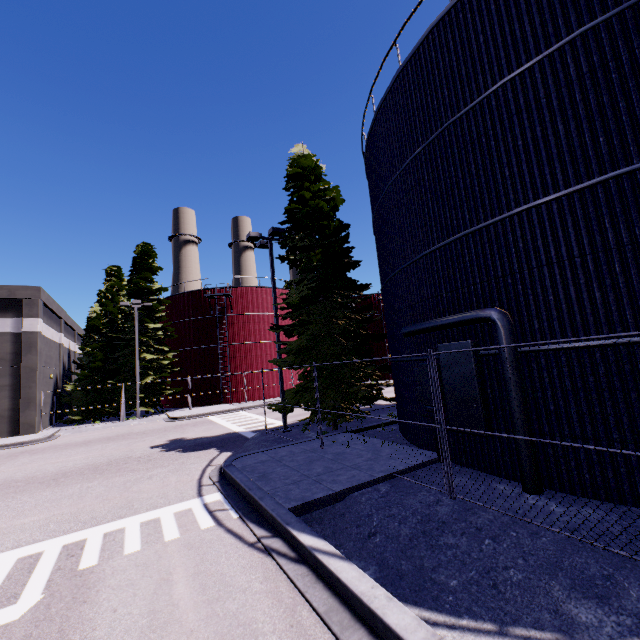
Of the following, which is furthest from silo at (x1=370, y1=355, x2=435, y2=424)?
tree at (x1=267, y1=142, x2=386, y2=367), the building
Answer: tree at (x1=267, y1=142, x2=386, y2=367)

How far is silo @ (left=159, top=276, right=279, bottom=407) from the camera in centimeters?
3291cm

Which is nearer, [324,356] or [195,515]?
[195,515]

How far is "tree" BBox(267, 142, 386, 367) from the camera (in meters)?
13.95

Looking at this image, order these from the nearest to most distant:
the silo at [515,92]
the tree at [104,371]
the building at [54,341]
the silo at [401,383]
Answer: the silo at [515,92] → the silo at [401,383] → the building at [54,341] → the tree at [104,371]

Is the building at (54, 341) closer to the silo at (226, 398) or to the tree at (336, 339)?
the silo at (226, 398)

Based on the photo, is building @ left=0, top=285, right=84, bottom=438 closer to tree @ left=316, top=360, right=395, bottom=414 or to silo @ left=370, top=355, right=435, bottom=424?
silo @ left=370, top=355, right=435, bottom=424
